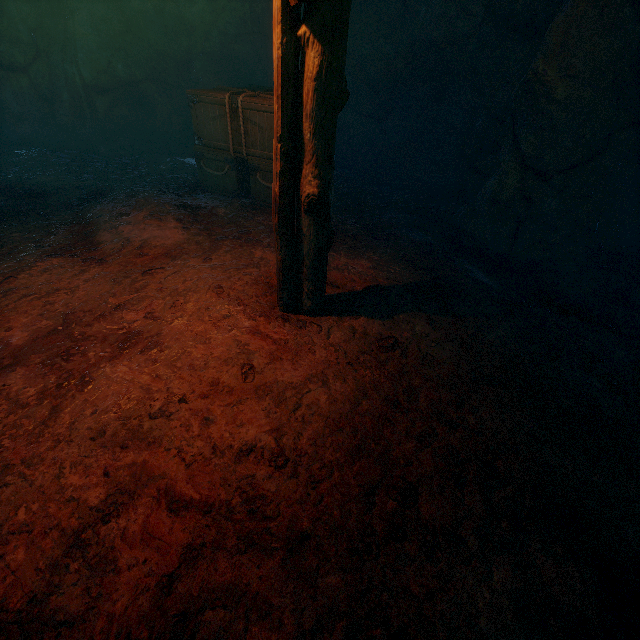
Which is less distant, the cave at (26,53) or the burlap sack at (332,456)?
the burlap sack at (332,456)

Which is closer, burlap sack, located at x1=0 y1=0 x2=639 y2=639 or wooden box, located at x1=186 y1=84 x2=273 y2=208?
burlap sack, located at x1=0 y1=0 x2=639 y2=639

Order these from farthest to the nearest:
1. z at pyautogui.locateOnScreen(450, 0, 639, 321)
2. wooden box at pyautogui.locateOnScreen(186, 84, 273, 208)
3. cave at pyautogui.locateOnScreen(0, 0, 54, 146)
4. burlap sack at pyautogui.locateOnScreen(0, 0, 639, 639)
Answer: cave at pyautogui.locateOnScreen(0, 0, 54, 146)
wooden box at pyautogui.locateOnScreen(186, 84, 273, 208)
z at pyautogui.locateOnScreen(450, 0, 639, 321)
burlap sack at pyautogui.locateOnScreen(0, 0, 639, 639)

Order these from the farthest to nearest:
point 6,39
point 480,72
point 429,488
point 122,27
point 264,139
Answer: point 122,27, point 6,39, point 480,72, point 264,139, point 429,488

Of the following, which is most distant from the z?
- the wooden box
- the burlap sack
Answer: the wooden box

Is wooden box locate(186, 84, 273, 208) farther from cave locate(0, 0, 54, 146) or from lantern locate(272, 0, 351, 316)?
cave locate(0, 0, 54, 146)

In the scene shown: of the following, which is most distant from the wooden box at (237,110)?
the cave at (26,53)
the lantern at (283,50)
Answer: the cave at (26,53)

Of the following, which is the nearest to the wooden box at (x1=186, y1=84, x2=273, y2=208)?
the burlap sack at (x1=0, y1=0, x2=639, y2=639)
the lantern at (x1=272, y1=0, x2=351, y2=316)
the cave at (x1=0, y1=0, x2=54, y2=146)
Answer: the burlap sack at (x1=0, y1=0, x2=639, y2=639)
